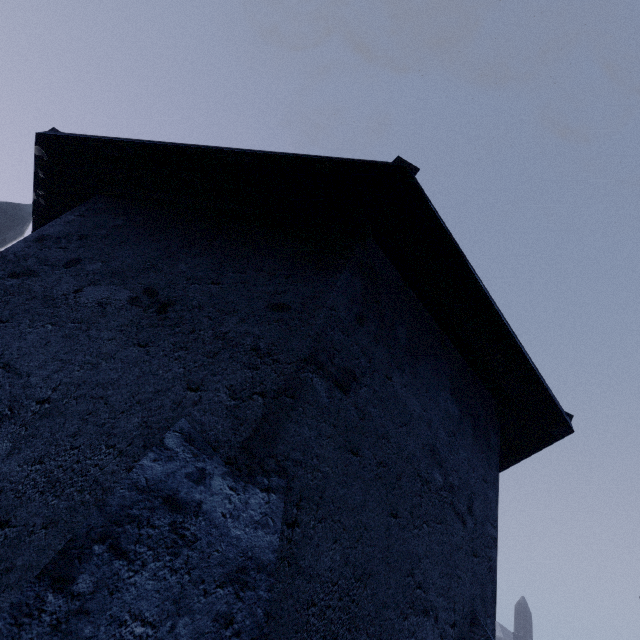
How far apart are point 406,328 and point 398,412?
0.82m
